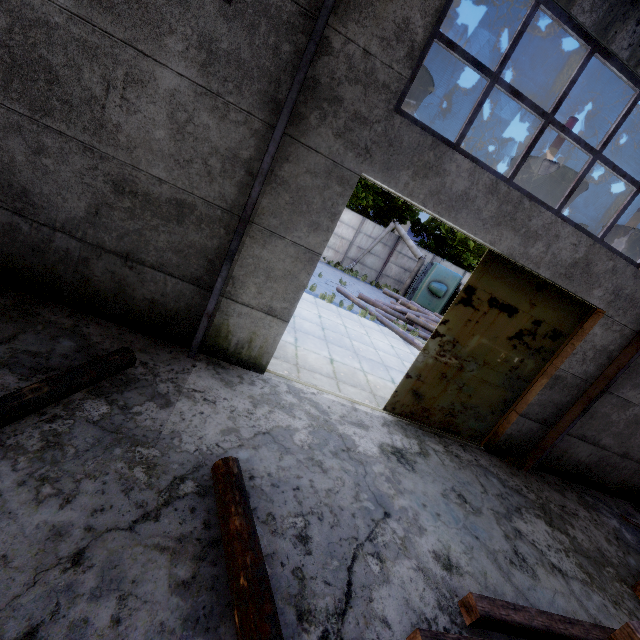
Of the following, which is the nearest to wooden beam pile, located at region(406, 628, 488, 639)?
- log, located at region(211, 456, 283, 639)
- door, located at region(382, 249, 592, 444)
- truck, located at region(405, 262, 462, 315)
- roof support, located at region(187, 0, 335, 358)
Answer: log, located at region(211, 456, 283, 639)

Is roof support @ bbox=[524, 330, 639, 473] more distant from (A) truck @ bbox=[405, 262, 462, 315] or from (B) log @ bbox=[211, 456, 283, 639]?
(A) truck @ bbox=[405, 262, 462, 315]

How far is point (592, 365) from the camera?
6.8 meters

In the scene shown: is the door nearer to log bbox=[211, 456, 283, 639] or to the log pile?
log bbox=[211, 456, 283, 639]

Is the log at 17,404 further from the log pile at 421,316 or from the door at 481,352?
the log pile at 421,316

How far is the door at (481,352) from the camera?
6.12m

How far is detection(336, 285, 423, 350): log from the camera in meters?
13.1

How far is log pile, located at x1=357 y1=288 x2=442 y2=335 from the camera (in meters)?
15.60
